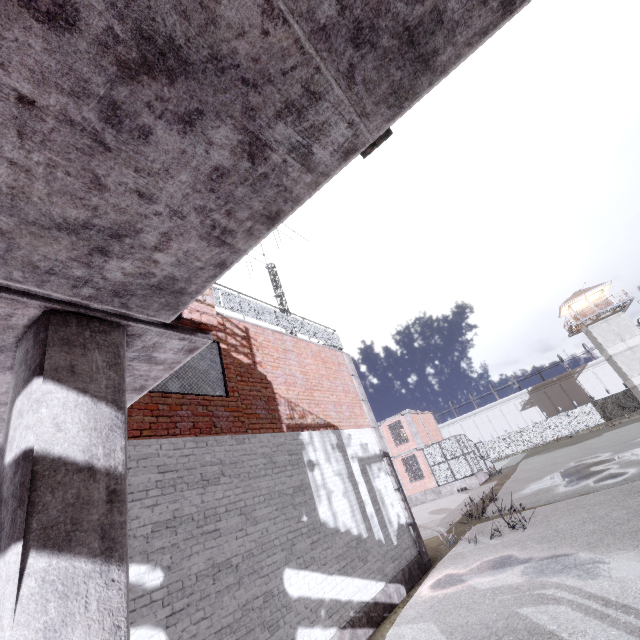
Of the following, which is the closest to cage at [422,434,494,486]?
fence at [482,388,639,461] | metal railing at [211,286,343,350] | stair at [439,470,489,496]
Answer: stair at [439,470,489,496]

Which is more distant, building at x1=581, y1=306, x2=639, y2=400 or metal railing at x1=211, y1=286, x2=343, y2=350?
building at x1=581, y1=306, x2=639, y2=400

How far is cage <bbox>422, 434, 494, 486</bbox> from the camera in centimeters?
2517cm

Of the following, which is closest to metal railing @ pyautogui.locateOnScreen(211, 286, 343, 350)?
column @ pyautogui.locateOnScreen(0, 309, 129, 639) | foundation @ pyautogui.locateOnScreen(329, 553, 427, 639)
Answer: column @ pyautogui.locateOnScreen(0, 309, 129, 639)

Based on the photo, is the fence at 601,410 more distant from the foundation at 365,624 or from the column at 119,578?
the column at 119,578

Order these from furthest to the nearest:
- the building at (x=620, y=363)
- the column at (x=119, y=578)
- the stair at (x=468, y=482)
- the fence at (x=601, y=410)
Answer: the fence at (x=601, y=410) → the building at (x=620, y=363) → the stair at (x=468, y=482) → the column at (x=119, y=578)

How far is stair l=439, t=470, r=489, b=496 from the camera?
24.5 meters

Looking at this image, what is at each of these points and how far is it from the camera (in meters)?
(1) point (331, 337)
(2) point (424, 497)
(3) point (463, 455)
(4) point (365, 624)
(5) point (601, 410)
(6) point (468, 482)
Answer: (1) metal railing, 12.56
(2) foundation, 26.23
(3) cage, 25.22
(4) foundation, 6.43
(5) fence, 43.00
(6) stair, 24.64
